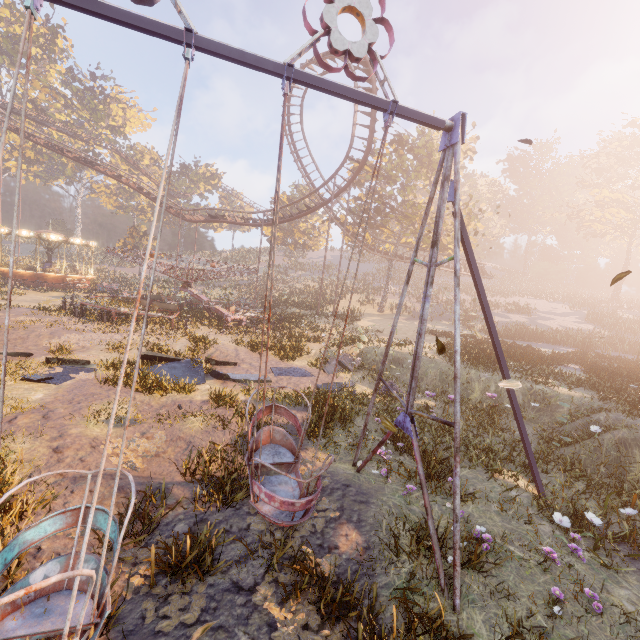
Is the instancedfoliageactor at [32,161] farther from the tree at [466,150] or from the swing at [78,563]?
the tree at [466,150]

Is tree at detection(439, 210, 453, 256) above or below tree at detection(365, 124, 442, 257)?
below

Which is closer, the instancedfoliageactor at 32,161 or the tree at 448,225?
the tree at 448,225

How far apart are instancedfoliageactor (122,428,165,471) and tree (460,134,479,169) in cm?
3729

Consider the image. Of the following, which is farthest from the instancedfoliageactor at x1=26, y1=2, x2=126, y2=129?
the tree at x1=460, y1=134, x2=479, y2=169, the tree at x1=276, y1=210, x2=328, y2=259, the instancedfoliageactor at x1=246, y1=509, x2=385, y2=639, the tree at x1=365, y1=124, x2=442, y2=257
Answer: the tree at x1=460, y1=134, x2=479, y2=169

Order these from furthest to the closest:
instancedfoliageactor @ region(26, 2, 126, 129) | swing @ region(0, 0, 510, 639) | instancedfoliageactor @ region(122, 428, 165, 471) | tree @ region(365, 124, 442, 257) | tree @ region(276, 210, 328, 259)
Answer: instancedfoliageactor @ region(26, 2, 126, 129)
tree @ region(276, 210, 328, 259)
tree @ region(365, 124, 442, 257)
instancedfoliageactor @ region(122, 428, 165, 471)
swing @ region(0, 0, 510, 639)

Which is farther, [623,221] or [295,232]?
[295,232]

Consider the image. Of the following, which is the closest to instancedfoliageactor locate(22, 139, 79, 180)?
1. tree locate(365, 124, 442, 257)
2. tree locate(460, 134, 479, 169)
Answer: tree locate(365, 124, 442, 257)
